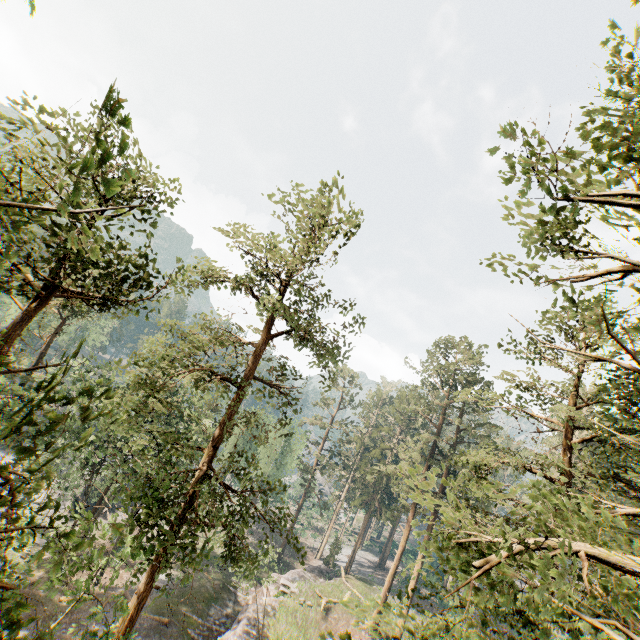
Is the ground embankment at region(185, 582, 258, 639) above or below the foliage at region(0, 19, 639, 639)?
below

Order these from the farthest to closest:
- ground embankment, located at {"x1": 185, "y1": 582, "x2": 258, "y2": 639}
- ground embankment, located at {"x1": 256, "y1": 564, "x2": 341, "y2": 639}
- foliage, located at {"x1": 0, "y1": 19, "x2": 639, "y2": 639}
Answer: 1. ground embankment, located at {"x1": 256, "y1": 564, "x2": 341, "y2": 639}
2. ground embankment, located at {"x1": 185, "y1": 582, "x2": 258, "y2": 639}
3. foliage, located at {"x1": 0, "y1": 19, "x2": 639, "y2": 639}

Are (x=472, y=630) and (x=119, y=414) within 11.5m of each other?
no

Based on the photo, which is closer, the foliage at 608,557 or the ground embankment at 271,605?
the foliage at 608,557

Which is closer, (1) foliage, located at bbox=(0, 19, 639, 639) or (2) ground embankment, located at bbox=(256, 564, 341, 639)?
(1) foliage, located at bbox=(0, 19, 639, 639)

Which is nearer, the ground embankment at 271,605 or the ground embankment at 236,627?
the ground embankment at 236,627
